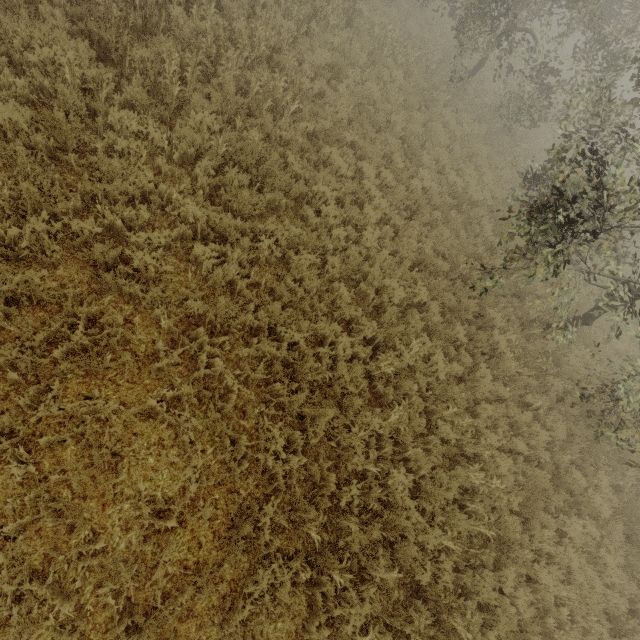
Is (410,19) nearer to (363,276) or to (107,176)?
(363,276)
